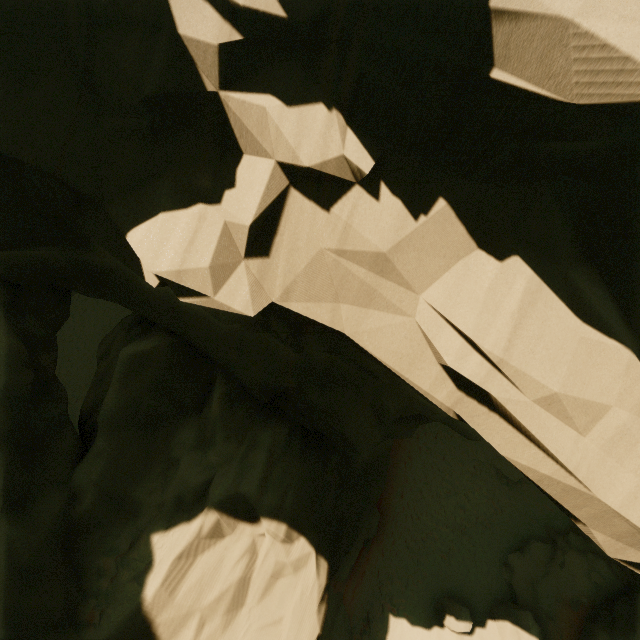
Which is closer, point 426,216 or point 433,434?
point 426,216

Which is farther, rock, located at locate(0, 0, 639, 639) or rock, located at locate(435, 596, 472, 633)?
rock, located at locate(435, 596, 472, 633)

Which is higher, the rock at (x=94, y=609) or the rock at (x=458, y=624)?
the rock at (x=94, y=609)

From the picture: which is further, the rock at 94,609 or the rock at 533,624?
the rock at 533,624

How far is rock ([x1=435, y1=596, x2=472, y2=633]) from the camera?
13.75m

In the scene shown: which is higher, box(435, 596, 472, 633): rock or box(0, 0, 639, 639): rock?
box(0, 0, 639, 639): rock
